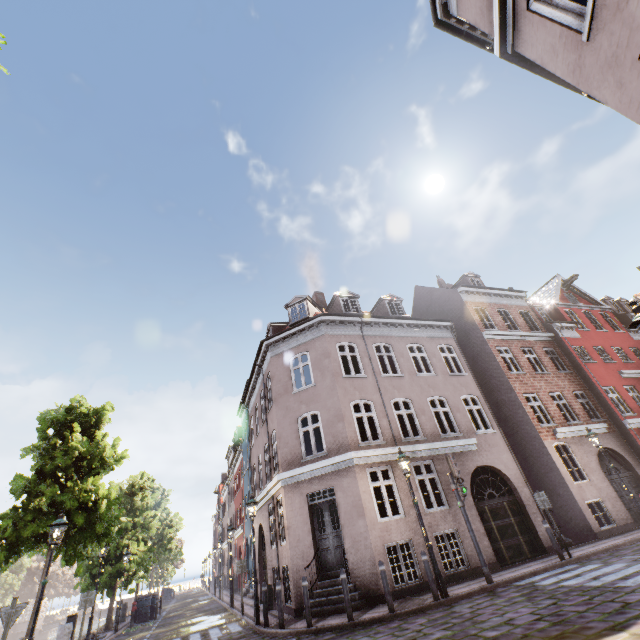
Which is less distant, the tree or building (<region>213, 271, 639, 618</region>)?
the tree

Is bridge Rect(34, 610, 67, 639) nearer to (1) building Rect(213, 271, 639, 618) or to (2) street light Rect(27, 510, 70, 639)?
(1) building Rect(213, 271, 639, 618)

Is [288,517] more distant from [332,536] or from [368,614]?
[368,614]

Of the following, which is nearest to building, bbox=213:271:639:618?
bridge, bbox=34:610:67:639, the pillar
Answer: the pillar

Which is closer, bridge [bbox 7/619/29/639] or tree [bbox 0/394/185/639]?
tree [bbox 0/394/185/639]

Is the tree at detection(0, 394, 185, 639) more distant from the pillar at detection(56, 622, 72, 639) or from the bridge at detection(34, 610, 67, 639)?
the pillar at detection(56, 622, 72, 639)

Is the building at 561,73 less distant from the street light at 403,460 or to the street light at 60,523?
the street light at 403,460

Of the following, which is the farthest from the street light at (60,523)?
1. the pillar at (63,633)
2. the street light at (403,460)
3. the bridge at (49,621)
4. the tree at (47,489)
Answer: the bridge at (49,621)
